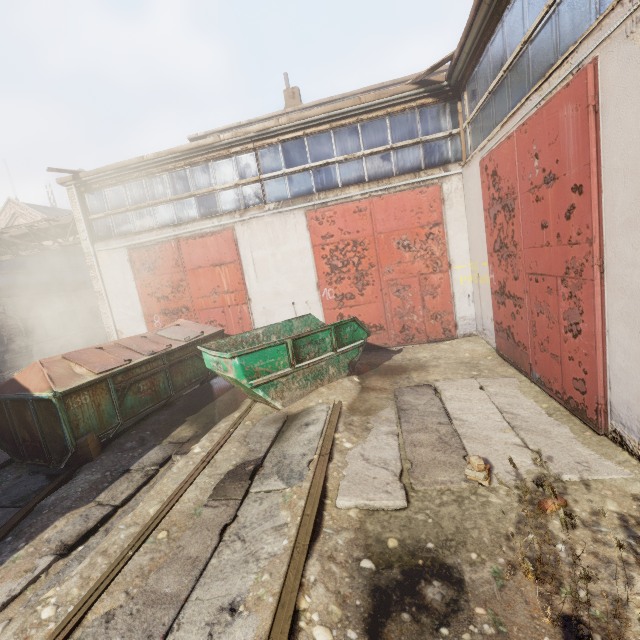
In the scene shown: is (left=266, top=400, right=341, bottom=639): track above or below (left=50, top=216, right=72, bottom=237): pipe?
below

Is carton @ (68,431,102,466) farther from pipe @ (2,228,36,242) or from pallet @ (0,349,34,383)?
pallet @ (0,349,34,383)

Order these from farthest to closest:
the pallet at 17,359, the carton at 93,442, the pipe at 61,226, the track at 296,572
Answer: the pallet at 17,359
the pipe at 61,226
the carton at 93,442
the track at 296,572

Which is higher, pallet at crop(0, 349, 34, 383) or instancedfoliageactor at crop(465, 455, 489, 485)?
pallet at crop(0, 349, 34, 383)

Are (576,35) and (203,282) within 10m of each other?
yes

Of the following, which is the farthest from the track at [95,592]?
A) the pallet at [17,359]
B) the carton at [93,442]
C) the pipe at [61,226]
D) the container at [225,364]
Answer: the pallet at [17,359]

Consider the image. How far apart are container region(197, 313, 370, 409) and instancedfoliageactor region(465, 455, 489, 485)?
3.4m

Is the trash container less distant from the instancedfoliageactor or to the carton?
the carton
